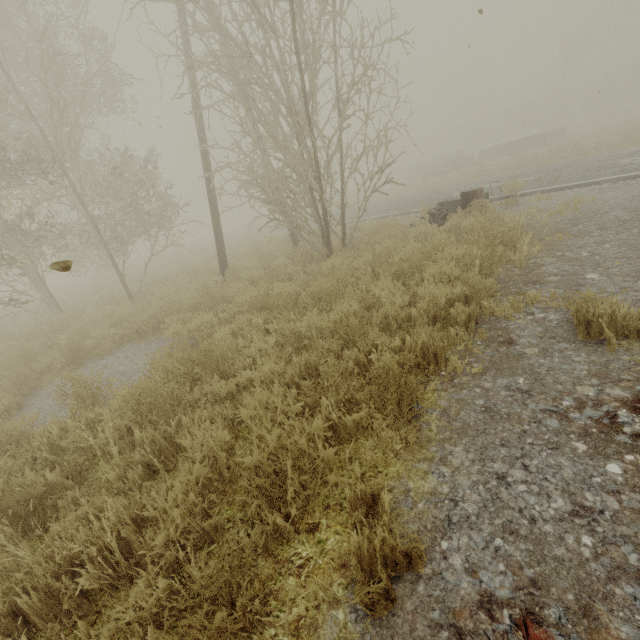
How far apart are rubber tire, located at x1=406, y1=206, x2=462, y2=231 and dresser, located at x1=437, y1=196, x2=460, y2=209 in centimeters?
16cm

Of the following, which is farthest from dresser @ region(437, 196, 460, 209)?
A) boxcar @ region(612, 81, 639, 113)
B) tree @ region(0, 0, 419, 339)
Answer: boxcar @ region(612, 81, 639, 113)

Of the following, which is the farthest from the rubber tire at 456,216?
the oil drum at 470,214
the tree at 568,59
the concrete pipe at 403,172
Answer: the concrete pipe at 403,172

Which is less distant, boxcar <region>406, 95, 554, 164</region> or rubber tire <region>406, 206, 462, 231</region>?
rubber tire <region>406, 206, 462, 231</region>

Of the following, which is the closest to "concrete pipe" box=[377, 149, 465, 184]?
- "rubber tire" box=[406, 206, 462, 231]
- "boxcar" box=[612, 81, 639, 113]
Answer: "rubber tire" box=[406, 206, 462, 231]

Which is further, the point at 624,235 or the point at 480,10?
the point at 624,235

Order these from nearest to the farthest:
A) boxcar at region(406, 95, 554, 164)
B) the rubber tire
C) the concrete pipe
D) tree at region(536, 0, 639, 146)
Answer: the rubber tire, tree at region(536, 0, 639, 146), the concrete pipe, boxcar at region(406, 95, 554, 164)

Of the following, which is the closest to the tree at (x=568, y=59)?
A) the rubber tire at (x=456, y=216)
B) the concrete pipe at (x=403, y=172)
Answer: the concrete pipe at (x=403, y=172)
